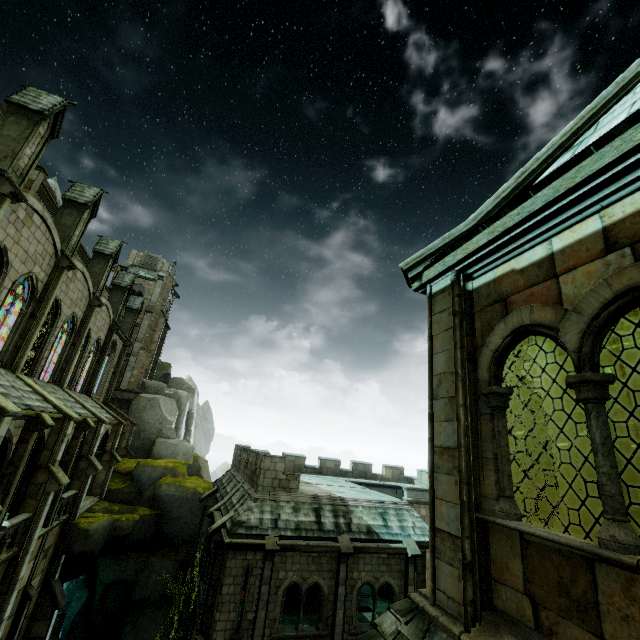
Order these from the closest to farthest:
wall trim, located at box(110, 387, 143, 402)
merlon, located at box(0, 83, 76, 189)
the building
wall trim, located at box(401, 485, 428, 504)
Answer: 1. merlon, located at box(0, 83, 76, 189)
2. the building
3. wall trim, located at box(401, 485, 428, 504)
4. wall trim, located at box(110, 387, 143, 402)

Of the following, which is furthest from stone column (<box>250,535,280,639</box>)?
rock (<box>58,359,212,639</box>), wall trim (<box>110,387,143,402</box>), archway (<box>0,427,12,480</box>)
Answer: wall trim (<box>110,387,143,402</box>)

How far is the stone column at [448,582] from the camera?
3.1 meters

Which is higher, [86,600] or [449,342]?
[449,342]

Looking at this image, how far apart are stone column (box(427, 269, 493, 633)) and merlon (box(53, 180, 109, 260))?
20.0m

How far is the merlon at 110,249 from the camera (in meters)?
22.94

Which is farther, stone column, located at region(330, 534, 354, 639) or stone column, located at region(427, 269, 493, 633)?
stone column, located at region(330, 534, 354, 639)

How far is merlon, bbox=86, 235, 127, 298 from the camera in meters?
22.9 m
